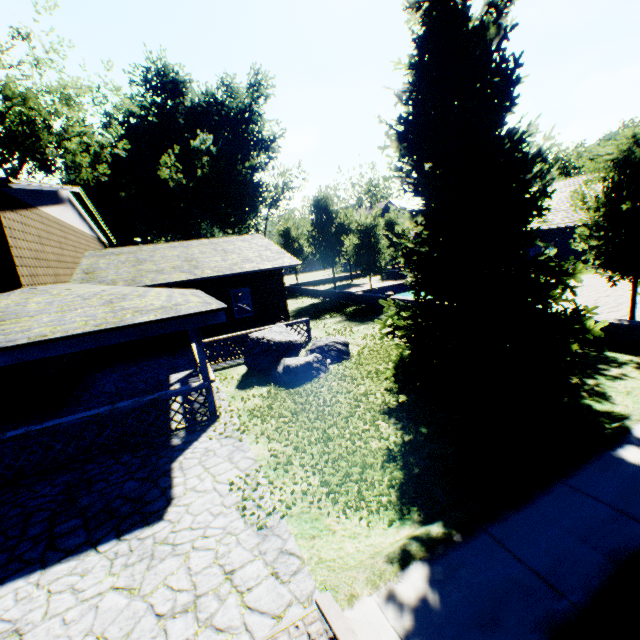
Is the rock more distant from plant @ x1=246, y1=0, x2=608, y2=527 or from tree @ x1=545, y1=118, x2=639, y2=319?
tree @ x1=545, y1=118, x2=639, y2=319

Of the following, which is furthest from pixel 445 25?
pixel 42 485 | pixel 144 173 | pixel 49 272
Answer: pixel 144 173

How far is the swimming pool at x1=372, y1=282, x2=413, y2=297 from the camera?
30.7 meters

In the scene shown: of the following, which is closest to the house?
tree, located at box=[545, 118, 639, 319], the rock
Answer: the rock

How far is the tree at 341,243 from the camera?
21.6 meters

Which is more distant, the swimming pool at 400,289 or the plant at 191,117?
the swimming pool at 400,289

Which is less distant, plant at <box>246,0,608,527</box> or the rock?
plant at <box>246,0,608,527</box>

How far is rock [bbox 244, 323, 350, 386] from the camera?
10.07m
